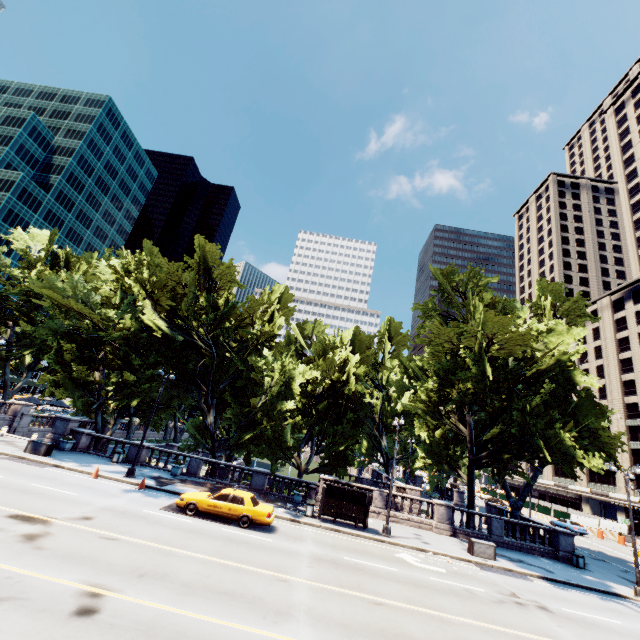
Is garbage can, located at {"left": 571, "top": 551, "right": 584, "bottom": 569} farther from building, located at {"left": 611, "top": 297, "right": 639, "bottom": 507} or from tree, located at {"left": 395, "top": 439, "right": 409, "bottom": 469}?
building, located at {"left": 611, "top": 297, "right": 639, "bottom": 507}

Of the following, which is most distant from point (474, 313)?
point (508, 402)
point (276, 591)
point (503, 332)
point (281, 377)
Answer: point (276, 591)

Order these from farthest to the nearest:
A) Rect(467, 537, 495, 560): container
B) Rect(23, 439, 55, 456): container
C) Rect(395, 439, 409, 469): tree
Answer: Rect(395, 439, 409, 469): tree → Rect(23, 439, 55, 456): container → Rect(467, 537, 495, 560): container

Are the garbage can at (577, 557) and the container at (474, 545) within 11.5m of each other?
yes

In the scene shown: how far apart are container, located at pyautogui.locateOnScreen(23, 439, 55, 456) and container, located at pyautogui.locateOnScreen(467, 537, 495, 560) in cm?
2930

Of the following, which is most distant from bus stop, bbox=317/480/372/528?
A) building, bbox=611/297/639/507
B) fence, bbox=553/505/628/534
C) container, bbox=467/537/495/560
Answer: building, bbox=611/297/639/507

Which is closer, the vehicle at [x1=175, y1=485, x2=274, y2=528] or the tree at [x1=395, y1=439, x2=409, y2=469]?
the vehicle at [x1=175, y1=485, x2=274, y2=528]

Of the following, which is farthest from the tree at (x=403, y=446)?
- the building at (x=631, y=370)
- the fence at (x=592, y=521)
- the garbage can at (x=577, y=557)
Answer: the fence at (x=592, y=521)
